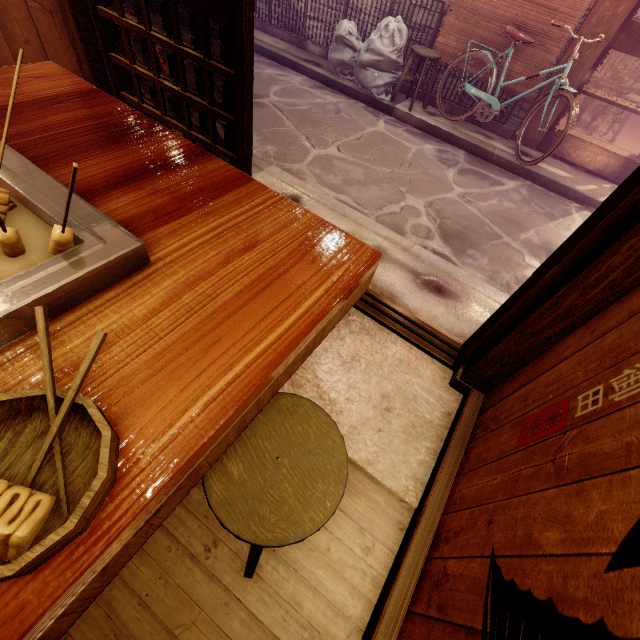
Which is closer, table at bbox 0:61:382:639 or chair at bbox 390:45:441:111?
table at bbox 0:61:382:639

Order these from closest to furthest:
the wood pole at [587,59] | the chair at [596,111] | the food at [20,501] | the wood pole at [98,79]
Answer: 1. the food at [20,501]
2. the wood pole at [98,79]
3. the wood pole at [587,59]
4. the chair at [596,111]

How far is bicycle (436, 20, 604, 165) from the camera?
7.7 meters

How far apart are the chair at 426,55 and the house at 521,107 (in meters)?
2.44

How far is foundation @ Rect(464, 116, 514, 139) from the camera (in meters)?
9.88

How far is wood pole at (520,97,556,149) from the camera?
9.2 meters

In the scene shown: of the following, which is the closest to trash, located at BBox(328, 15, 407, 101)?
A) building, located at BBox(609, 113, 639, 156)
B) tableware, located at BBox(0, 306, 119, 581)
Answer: building, located at BBox(609, 113, 639, 156)

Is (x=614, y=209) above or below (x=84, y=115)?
above
